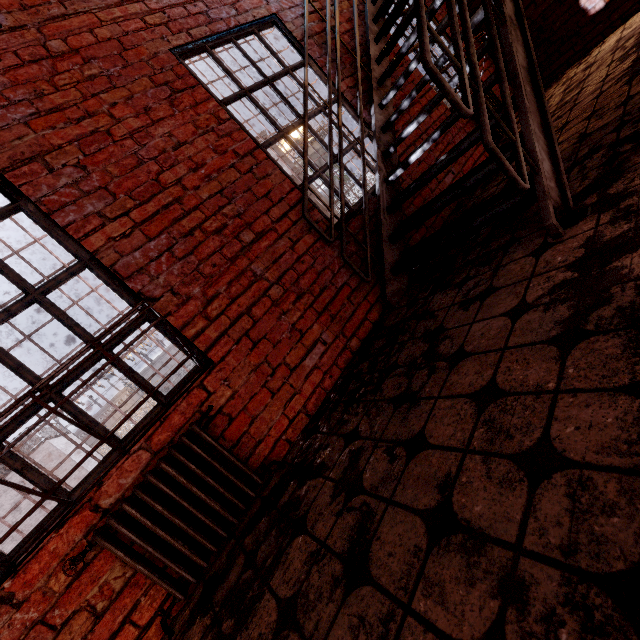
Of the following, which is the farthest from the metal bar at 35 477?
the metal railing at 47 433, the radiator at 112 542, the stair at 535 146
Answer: the metal railing at 47 433

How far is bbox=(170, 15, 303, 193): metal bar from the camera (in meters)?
2.76

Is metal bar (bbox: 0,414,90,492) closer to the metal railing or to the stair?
the stair

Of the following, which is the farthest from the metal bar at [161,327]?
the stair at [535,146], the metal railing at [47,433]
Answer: the metal railing at [47,433]

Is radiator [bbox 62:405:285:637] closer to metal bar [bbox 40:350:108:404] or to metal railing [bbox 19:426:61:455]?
metal bar [bbox 40:350:108:404]

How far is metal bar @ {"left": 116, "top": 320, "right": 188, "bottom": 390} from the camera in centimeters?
196cm

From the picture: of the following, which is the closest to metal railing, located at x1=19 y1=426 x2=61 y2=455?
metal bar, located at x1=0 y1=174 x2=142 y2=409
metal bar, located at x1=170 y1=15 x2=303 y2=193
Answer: metal bar, located at x1=0 y1=174 x2=142 y2=409

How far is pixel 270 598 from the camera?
1.3 meters
